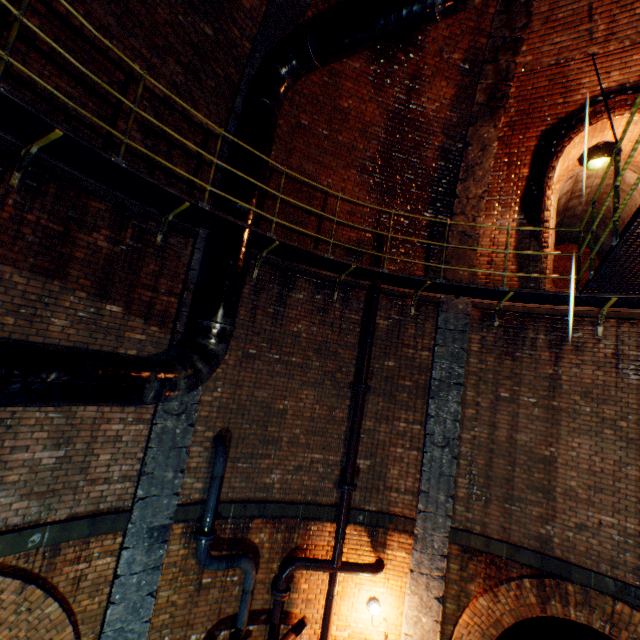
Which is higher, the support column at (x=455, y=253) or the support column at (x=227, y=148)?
the support column at (x=227, y=148)

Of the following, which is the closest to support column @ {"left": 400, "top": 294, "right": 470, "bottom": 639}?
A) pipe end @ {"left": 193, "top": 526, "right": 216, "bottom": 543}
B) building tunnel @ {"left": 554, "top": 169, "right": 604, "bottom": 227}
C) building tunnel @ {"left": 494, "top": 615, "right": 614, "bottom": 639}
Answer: building tunnel @ {"left": 494, "top": 615, "right": 614, "bottom": 639}

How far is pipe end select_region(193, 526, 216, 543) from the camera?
5.38m

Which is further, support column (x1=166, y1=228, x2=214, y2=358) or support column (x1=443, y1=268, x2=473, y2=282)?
support column (x1=443, y1=268, x2=473, y2=282)

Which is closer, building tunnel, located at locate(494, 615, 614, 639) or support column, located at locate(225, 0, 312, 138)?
support column, located at locate(225, 0, 312, 138)

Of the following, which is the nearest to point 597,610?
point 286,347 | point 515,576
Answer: point 515,576

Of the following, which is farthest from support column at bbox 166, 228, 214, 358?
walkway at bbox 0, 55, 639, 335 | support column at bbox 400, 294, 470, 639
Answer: support column at bbox 400, 294, 470, 639

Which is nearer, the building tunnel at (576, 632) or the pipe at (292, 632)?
the pipe at (292, 632)
